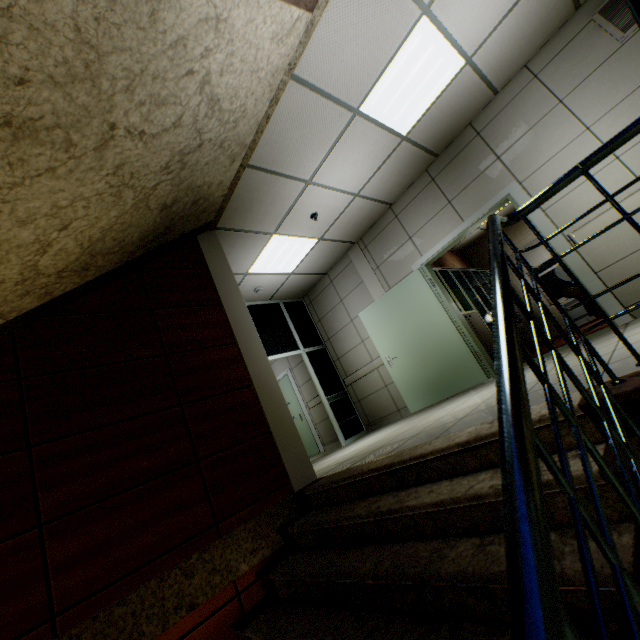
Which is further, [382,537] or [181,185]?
[181,185]

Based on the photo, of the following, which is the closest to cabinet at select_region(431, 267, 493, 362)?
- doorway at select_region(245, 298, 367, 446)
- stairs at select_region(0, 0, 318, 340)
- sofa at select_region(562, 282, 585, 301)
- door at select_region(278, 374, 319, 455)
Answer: sofa at select_region(562, 282, 585, 301)

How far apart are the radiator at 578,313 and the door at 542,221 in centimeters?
466cm

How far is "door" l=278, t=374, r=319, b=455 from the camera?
7.8m

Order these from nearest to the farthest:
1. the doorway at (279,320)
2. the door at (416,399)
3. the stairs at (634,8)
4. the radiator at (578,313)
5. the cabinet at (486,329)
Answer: the stairs at (634,8), the door at (416,399), the cabinet at (486,329), the doorway at (279,320), the radiator at (578,313)

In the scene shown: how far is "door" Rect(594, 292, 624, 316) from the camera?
3.7m

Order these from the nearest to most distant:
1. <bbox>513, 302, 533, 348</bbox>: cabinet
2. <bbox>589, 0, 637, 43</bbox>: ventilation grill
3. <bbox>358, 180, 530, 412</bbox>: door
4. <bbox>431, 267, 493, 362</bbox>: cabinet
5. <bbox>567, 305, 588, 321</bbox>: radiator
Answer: <bbox>589, 0, 637, 43</bbox>: ventilation grill
<bbox>358, 180, 530, 412</bbox>: door
<bbox>431, 267, 493, 362</bbox>: cabinet
<bbox>513, 302, 533, 348</bbox>: cabinet
<bbox>567, 305, 588, 321</bbox>: radiator

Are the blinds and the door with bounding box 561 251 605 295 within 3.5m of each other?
no
